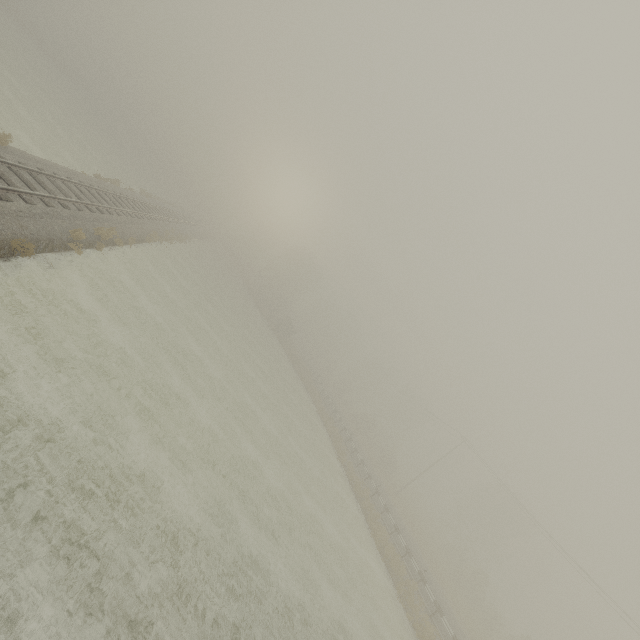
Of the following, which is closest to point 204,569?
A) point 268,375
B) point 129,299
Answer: point 129,299
